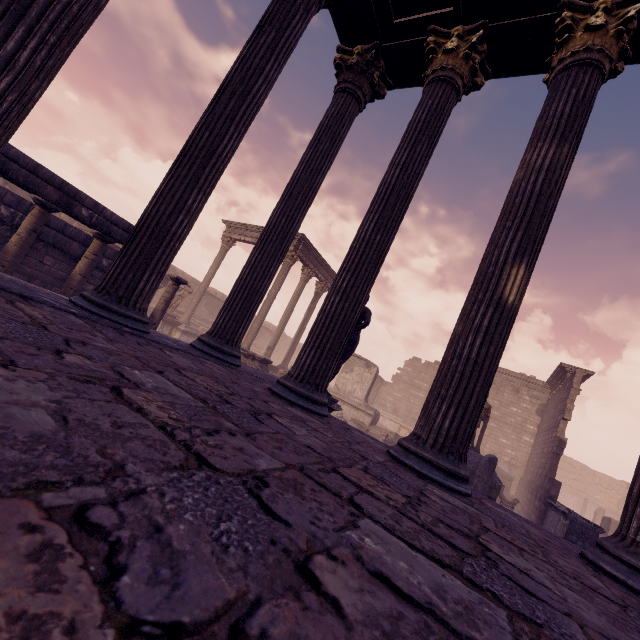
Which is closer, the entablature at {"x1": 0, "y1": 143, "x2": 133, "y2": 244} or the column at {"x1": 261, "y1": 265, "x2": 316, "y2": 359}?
the entablature at {"x1": 0, "y1": 143, "x2": 133, "y2": 244}

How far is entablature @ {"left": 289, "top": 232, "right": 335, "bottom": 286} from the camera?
16.2m

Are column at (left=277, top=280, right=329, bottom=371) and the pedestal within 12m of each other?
no

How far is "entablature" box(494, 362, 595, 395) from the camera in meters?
16.5

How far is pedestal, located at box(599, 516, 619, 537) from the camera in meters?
13.8

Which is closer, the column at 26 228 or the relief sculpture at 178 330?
the column at 26 228

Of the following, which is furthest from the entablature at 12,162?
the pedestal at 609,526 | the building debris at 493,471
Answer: the pedestal at 609,526

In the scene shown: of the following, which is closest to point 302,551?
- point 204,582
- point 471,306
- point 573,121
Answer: point 204,582
